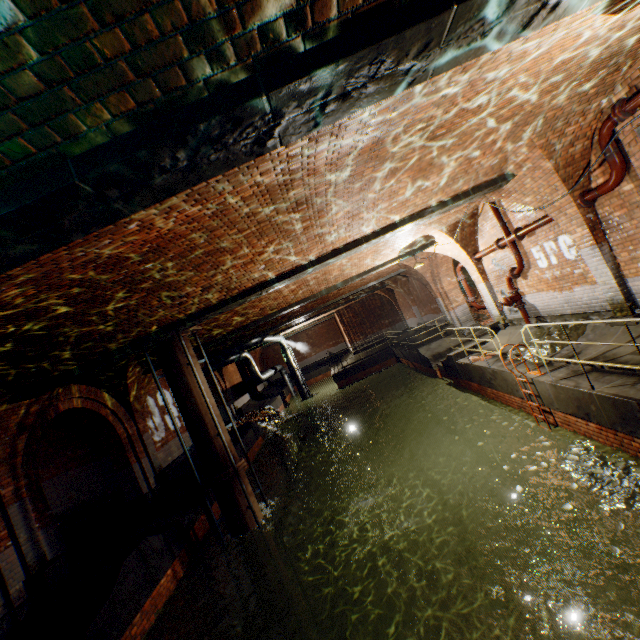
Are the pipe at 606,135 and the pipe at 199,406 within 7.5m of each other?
no

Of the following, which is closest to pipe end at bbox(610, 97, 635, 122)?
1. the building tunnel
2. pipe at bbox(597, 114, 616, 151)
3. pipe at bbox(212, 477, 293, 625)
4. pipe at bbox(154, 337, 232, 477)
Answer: pipe at bbox(597, 114, 616, 151)

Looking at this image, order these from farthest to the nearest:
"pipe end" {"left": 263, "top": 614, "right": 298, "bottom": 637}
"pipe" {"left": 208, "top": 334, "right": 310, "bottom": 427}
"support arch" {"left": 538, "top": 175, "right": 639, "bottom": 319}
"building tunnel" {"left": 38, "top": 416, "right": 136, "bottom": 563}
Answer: "pipe" {"left": 208, "top": 334, "right": 310, "bottom": 427} < "building tunnel" {"left": 38, "top": 416, "right": 136, "bottom": 563} < "pipe end" {"left": 263, "top": 614, "right": 298, "bottom": 637} < "support arch" {"left": 538, "top": 175, "right": 639, "bottom": 319}

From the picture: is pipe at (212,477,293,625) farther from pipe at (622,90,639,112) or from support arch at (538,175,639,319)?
pipe at (622,90,639,112)

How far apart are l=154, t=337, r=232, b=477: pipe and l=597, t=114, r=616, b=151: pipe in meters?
10.2

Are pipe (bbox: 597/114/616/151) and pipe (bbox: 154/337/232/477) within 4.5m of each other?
no

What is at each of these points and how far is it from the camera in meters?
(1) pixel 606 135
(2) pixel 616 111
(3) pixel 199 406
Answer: (1) pipe, 5.7
(2) pipe end, 5.3
(3) pipe, 9.0

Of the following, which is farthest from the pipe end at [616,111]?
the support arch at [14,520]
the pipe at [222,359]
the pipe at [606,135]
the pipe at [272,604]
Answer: the pipe at [222,359]
